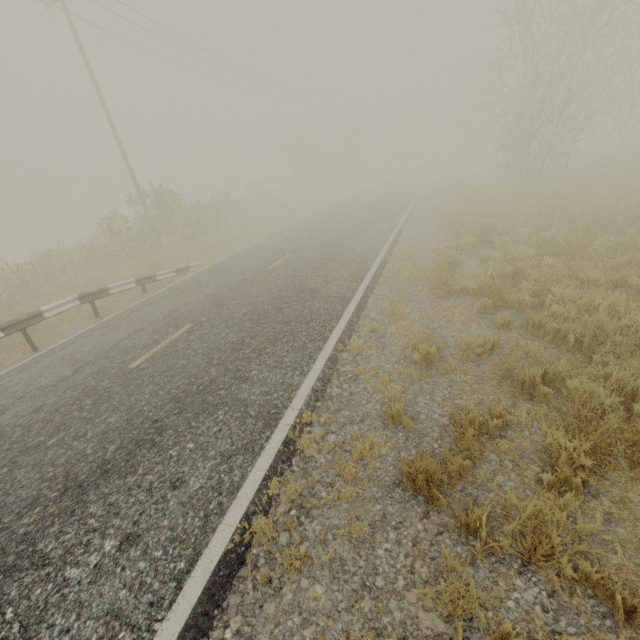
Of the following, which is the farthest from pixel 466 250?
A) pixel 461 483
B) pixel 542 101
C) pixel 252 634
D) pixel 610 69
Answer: pixel 610 69

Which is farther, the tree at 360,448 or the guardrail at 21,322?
the guardrail at 21,322

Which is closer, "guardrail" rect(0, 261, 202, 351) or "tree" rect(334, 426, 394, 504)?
"tree" rect(334, 426, 394, 504)

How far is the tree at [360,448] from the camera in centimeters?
333cm

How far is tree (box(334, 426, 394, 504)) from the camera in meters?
3.3

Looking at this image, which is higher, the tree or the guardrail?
the guardrail
